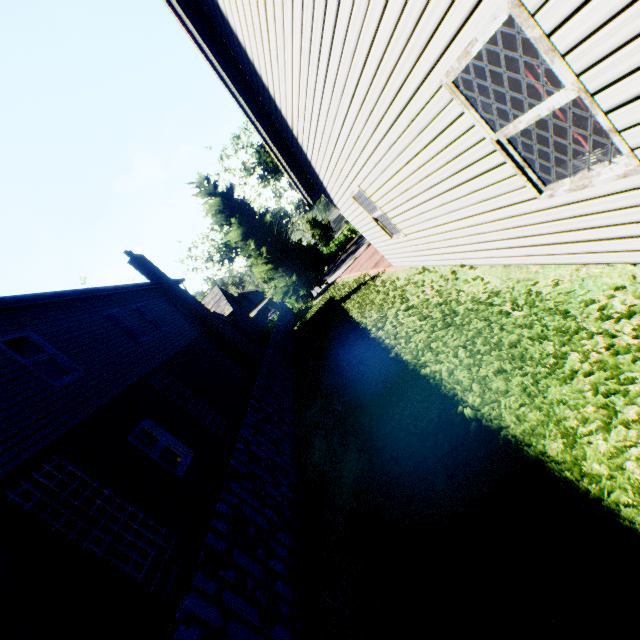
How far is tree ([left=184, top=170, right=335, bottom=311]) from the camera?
26.6 meters

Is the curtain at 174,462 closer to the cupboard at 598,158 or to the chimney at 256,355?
the chimney at 256,355

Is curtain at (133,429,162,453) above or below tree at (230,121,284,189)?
below

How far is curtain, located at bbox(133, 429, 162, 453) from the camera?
8.23m

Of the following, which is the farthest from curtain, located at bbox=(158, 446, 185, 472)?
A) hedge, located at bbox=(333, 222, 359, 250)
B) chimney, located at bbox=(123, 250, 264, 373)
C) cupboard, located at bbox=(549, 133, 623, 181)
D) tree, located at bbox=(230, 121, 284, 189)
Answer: hedge, located at bbox=(333, 222, 359, 250)

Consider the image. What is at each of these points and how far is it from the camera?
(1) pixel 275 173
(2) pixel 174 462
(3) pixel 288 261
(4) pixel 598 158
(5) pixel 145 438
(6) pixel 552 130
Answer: (1) tree, 44.1m
(2) curtain, 8.5m
(3) tree, 28.2m
(4) cupboard, 3.1m
(5) curtain, 8.4m
(6) curtain, 3.0m

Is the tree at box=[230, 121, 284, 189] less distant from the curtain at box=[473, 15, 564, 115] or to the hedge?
the hedge

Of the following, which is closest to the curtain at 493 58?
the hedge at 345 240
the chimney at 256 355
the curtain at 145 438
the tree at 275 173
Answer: the curtain at 145 438
